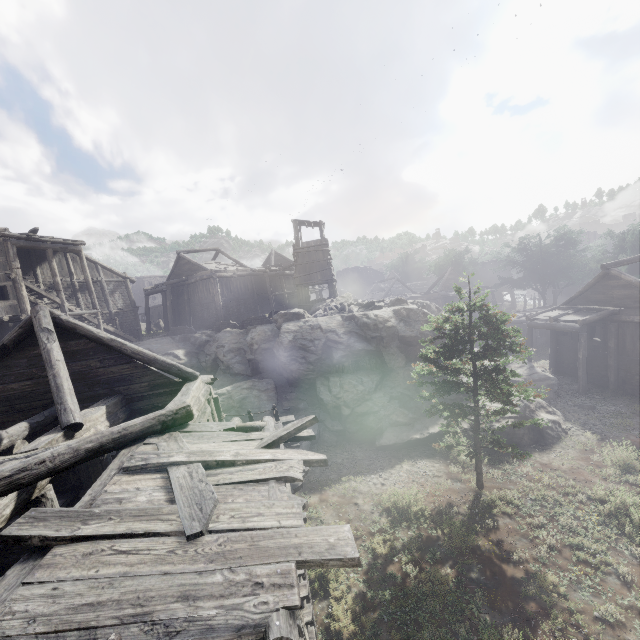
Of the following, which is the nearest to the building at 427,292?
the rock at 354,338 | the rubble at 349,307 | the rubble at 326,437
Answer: the rock at 354,338

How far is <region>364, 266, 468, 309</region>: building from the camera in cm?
4188

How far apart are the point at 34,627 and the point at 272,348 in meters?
19.7

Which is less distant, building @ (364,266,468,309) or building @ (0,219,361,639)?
building @ (0,219,361,639)

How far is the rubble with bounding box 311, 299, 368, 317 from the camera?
22.8m

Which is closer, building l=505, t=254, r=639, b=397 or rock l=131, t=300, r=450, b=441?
rock l=131, t=300, r=450, b=441

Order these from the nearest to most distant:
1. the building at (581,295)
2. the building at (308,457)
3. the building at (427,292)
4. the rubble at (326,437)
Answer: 1. the building at (308,457)
2. the rubble at (326,437)
3. the building at (581,295)
4. the building at (427,292)

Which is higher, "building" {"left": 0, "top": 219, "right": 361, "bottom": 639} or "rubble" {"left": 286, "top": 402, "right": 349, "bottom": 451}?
"building" {"left": 0, "top": 219, "right": 361, "bottom": 639}
